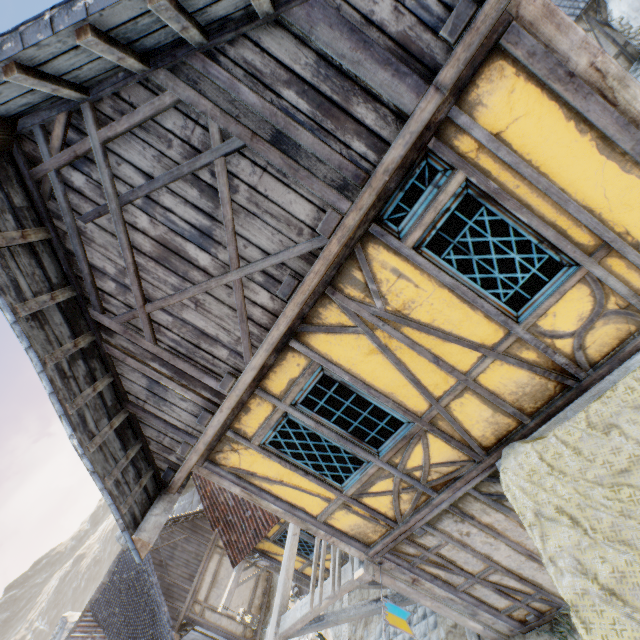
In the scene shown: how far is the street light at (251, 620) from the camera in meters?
8.9

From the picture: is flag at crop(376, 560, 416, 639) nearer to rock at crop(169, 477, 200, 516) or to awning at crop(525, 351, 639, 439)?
awning at crop(525, 351, 639, 439)

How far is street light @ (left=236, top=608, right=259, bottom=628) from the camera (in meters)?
8.89

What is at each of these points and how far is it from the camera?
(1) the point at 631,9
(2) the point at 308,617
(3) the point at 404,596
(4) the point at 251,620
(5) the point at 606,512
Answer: (1) chimney, 9.4m
(2) awning, 5.6m
(3) awning, 5.2m
(4) street light, 9.0m
(5) fabric, 2.5m

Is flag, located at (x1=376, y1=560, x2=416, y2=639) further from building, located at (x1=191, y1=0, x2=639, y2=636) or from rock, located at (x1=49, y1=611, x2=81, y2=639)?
rock, located at (x1=49, y1=611, x2=81, y2=639)

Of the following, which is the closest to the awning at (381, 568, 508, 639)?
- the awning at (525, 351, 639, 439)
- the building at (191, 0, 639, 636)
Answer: the building at (191, 0, 639, 636)

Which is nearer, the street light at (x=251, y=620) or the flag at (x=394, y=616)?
the flag at (x=394, y=616)

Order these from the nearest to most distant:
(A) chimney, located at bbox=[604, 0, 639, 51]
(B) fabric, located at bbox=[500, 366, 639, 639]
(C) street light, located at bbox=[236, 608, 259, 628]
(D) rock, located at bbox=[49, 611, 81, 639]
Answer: (B) fabric, located at bbox=[500, 366, 639, 639], (C) street light, located at bbox=[236, 608, 259, 628], (A) chimney, located at bbox=[604, 0, 639, 51], (D) rock, located at bbox=[49, 611, 81, 639]
